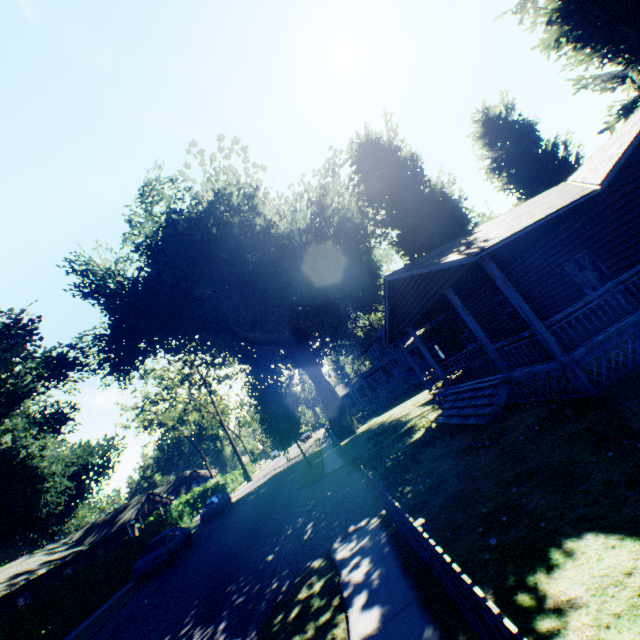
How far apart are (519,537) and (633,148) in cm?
1242

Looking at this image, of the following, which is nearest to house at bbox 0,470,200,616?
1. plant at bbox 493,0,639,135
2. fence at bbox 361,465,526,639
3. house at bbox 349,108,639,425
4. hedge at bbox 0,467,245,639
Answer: plant at bbox 493,0,639,135

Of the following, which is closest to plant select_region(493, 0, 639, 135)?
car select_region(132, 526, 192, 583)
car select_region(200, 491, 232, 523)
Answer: car select_region(132, 526, 192, 583)

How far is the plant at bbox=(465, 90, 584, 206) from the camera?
23.2m

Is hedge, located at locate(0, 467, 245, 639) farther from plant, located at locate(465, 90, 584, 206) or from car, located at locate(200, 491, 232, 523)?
car, located at locate(200, 491, 232, 523)

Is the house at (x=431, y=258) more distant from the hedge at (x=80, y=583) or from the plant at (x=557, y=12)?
the hedge at (x=80, y=583)

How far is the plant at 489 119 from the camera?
23.2 meters

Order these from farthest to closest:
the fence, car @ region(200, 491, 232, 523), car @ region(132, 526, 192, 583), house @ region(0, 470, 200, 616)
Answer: car @ region(200, 491, 232, 523)
house @ region(0, 470, 200, 616)
car @ region(132, 526, 192, 583)
the fence
